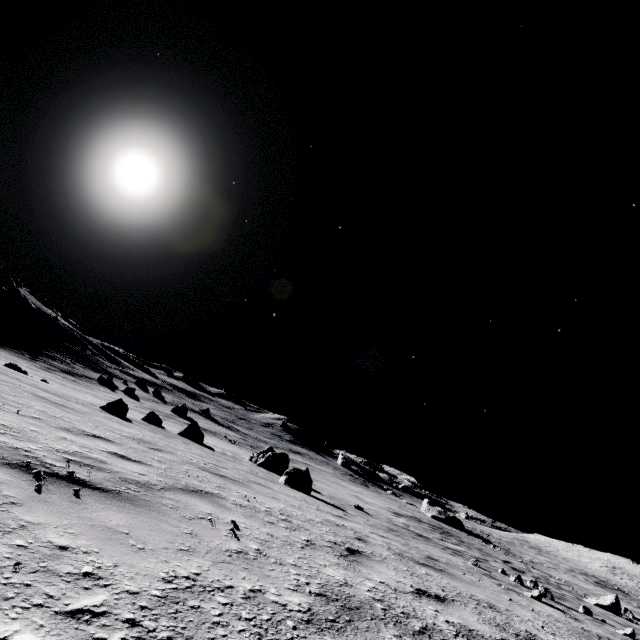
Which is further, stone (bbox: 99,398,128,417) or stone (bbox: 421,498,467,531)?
stone (bbox: 421,498,467,531)

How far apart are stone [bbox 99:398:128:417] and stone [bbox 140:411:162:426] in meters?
5.6 m

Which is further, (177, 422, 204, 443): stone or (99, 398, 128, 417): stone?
(177, 422, 204, 443): stone

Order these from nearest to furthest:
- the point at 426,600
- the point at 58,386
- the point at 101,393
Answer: the point at 426,600, the point at 58,386, the point at 101,393

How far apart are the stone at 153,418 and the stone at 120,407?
5.6 meters

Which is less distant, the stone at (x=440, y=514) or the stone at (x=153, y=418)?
the stone at (x=153, y=418)

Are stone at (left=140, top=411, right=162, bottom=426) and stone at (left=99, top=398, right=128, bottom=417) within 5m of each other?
no

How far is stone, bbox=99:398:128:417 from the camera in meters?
12.0 m
